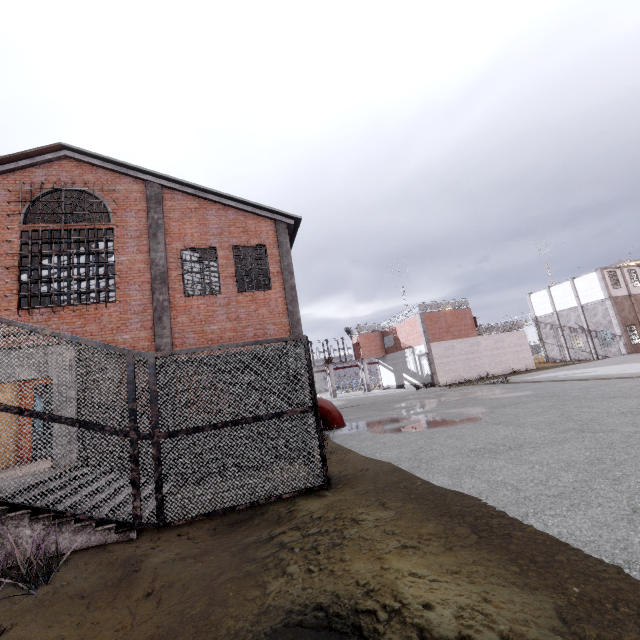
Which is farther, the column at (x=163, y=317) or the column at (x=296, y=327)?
the column at (x=296, y=327)

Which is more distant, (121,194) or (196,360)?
(121,194)

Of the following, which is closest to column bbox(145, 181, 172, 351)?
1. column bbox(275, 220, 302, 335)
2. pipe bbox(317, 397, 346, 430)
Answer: column bbox(275, 220, 302, 335)

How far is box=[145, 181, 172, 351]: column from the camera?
11.73m

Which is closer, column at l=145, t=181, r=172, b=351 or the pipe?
column at l=145, t=181, r=172, b=351

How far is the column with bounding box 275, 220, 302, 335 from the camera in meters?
13.0

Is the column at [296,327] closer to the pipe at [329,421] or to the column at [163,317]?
the pipe at [329,421]
